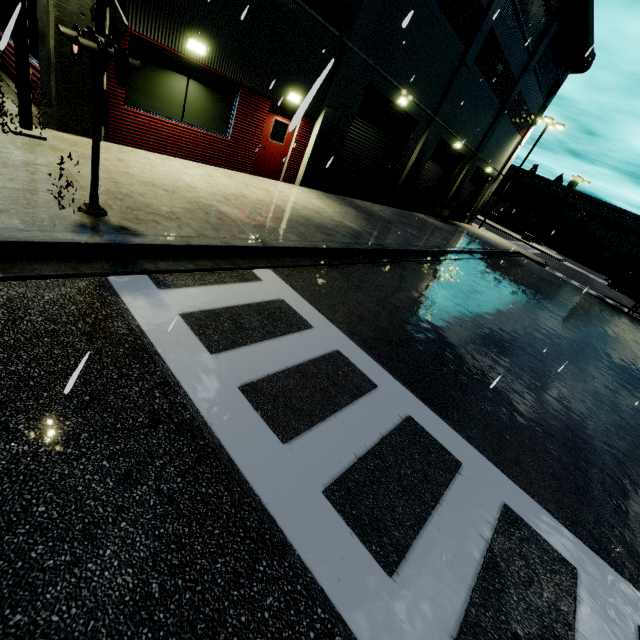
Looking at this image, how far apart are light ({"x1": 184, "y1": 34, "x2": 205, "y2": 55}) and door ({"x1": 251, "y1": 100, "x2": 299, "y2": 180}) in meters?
2.5

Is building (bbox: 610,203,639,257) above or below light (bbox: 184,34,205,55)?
above

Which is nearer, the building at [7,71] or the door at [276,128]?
the building at [7,71]

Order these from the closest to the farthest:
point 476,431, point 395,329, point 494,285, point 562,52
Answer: point 476,431
point 395,329
point 494,285
point 562,52

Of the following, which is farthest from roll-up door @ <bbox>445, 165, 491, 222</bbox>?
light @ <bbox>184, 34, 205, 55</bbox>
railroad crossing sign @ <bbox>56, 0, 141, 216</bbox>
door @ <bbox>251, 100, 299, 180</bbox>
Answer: railroad crossing sign @ <bbox>56, 0, 141, 216</bbox>

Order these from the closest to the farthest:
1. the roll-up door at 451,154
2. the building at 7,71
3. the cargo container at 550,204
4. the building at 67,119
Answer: the building at 7,71
the building at 67,119
the roll-up door at 451,154
the cargo container at 550,204

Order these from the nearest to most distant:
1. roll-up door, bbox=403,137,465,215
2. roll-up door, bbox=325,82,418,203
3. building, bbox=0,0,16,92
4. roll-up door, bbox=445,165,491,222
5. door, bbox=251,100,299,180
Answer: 1. building, bbox=0,0,16,92
2. door, bbox=251,100,299,180
3. roll-up door, bbox=325,82,418,203
4. roll-up door, bbox=403,137,465,215
5. roll-up door, bbox=445,165,491,222

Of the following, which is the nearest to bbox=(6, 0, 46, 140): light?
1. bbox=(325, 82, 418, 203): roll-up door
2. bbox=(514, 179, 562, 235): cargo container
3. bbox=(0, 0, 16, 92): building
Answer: bbox=(0, 0, 16, 92): building
